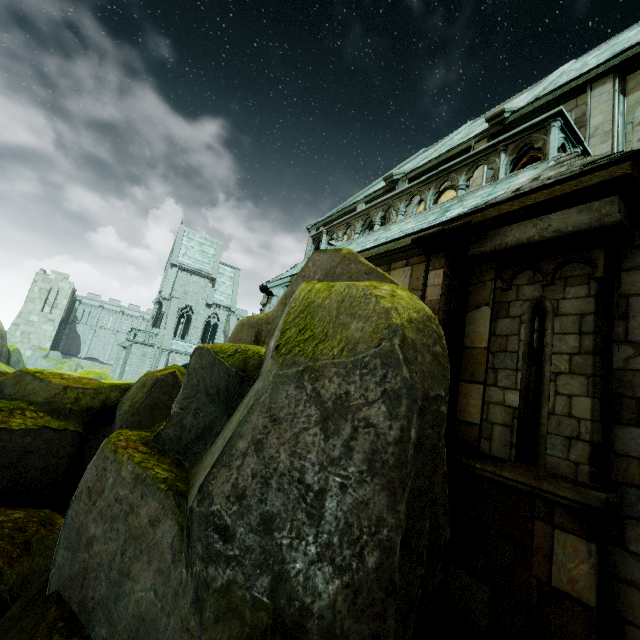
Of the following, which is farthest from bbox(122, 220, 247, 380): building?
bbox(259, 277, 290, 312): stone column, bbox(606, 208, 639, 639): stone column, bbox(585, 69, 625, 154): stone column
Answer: bbox(606, 208, 639, 639): stone column

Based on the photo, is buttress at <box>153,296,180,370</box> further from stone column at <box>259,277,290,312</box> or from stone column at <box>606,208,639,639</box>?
stone column at <box>606,208,639,639</box>

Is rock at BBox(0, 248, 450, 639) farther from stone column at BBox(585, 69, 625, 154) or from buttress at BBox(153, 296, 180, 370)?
buttress at BBox(153, 296, 180, 370)

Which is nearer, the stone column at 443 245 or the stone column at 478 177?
the stone column at 443 245

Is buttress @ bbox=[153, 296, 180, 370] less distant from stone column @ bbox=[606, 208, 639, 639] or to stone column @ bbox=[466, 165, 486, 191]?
stone column @ bbox=[466, 165, 486, 191]

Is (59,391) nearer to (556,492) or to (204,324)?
(556,492)

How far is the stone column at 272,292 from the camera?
11.2m

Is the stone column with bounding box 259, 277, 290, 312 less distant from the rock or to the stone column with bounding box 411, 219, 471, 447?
the rock
